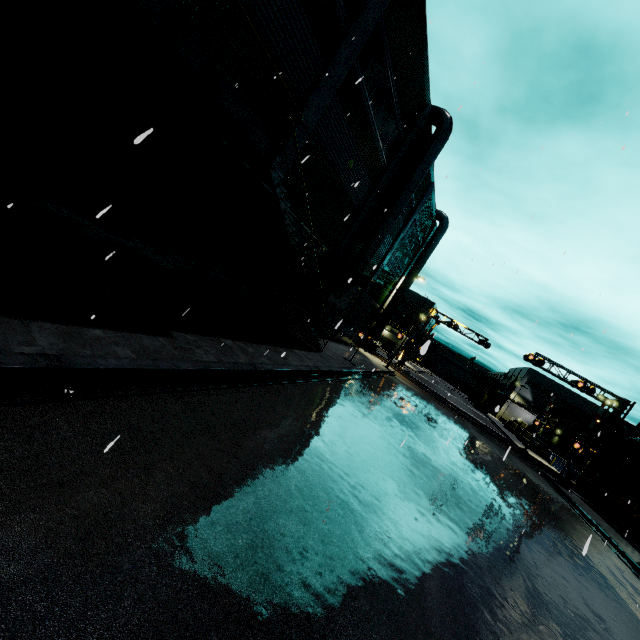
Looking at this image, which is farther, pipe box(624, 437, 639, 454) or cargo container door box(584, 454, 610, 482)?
cargo container door box(584, 454, 610, 482)

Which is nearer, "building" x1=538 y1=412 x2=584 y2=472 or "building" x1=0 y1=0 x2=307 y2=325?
"building" x1=0 y1=0 x2=307 y2=325

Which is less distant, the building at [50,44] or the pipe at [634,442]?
the building at [50,44]

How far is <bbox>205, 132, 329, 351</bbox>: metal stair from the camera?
8.5 meters

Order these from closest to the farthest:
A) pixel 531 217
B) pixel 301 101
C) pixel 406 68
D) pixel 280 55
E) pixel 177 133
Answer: pixel 531 217, pixel 177 133, pixel 280 55, pixel 301 101, pixel 406 68

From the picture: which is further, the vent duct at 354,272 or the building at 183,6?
the vent duct at 354,272

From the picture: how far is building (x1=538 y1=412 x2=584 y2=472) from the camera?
40.93m
